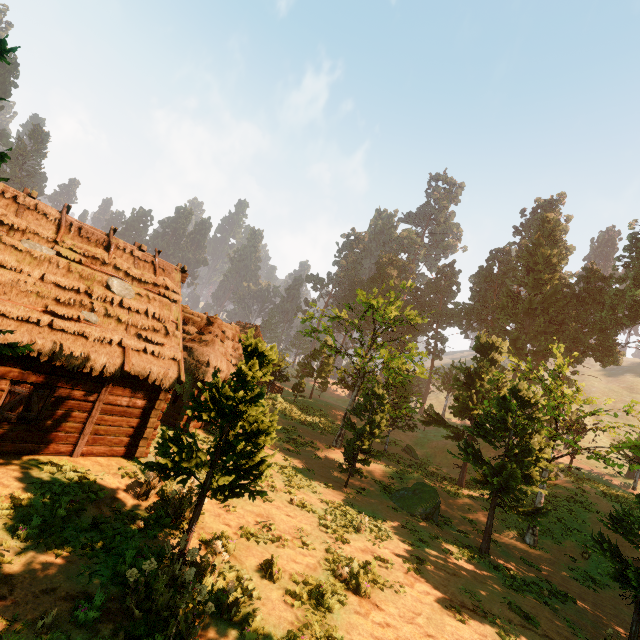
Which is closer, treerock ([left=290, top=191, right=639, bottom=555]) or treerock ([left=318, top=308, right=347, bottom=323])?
treerock ([left=290, top=191, right=639, bottom=555])

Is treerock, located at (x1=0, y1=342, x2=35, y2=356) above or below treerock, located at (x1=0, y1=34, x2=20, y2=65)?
below

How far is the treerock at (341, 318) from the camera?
24.69m

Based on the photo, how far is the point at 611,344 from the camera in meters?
37.8

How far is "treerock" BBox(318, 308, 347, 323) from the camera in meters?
24.7 m

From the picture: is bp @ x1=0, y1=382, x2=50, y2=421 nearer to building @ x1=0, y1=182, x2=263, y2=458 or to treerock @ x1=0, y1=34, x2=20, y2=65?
building @ x1=0, y1=182, x2=263, y2=458

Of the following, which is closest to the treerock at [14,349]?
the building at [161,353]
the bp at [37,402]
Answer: the building at [161,353]
